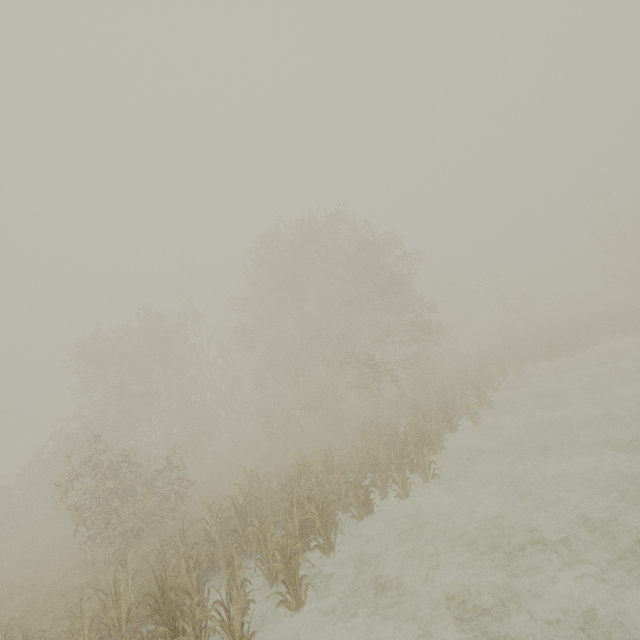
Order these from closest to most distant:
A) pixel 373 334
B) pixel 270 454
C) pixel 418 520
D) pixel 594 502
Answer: pixel 594 502 < pixel 418 520 < pixel 270 454 < pixel 373 334
